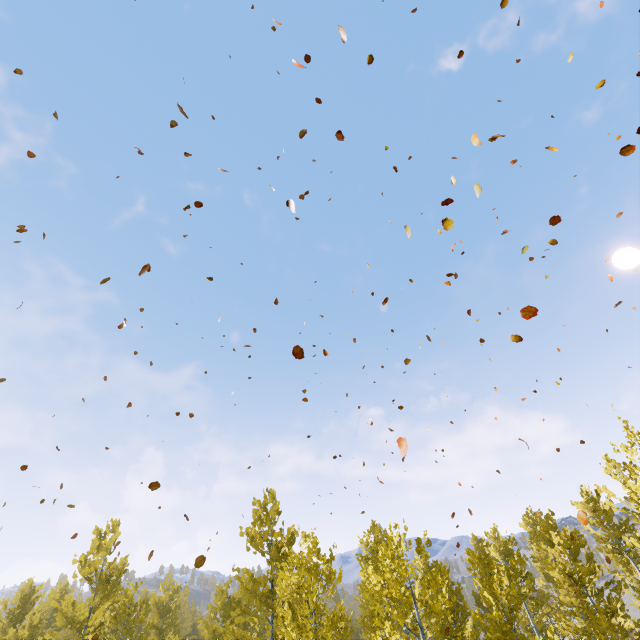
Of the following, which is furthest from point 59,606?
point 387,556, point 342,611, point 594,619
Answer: point 594,619
